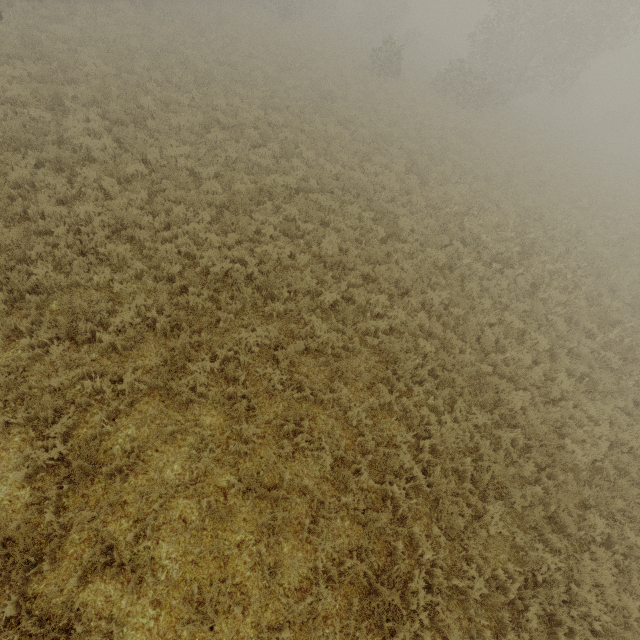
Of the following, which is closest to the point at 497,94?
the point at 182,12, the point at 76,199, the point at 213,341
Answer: the point at 182,12
